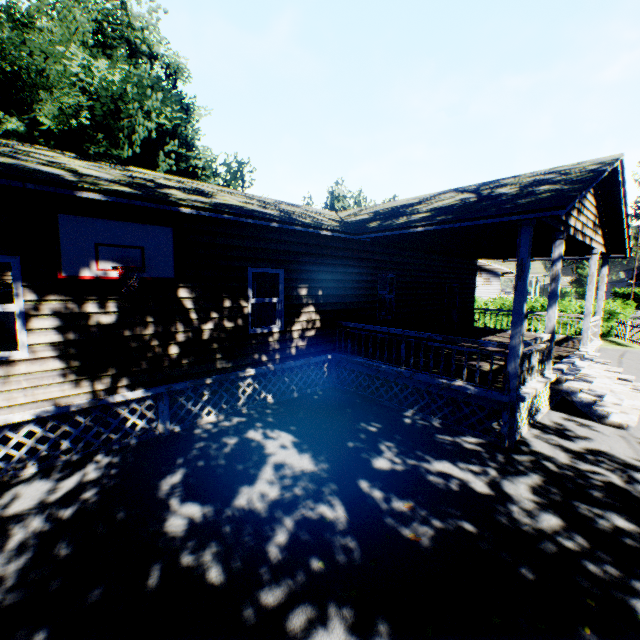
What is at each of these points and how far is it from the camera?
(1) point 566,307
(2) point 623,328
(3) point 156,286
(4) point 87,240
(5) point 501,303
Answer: (1) hedge, 21.0 meters
(2) fence, 19.3 meters
(3) house, 6.3 meters
(4) basketball hoop, 5.2 meters
(5) hedge, 22.4 meters

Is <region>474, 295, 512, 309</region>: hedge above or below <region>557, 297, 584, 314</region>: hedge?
above

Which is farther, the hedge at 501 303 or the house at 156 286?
the hedge at 501 303

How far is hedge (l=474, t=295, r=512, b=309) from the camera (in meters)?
22.36

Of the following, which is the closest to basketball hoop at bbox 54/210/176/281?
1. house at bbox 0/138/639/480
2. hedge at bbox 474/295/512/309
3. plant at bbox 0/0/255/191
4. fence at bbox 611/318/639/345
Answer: house at bbox 0/138/639/480

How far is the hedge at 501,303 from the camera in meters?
22.4 m

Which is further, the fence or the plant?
the plant
